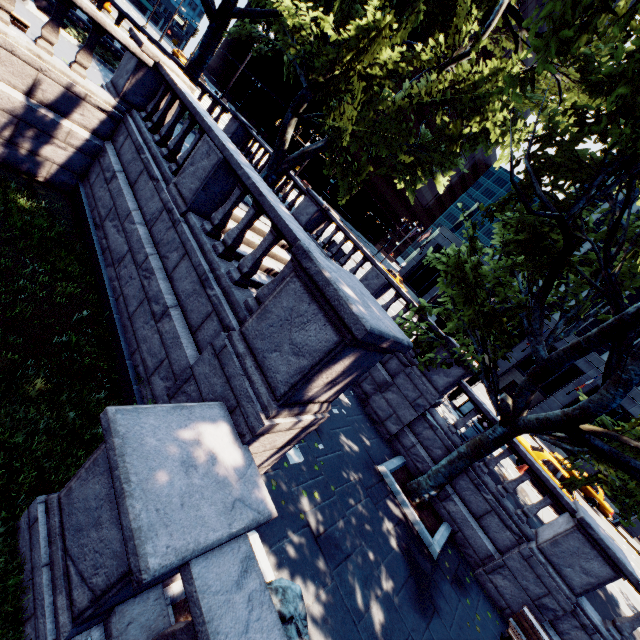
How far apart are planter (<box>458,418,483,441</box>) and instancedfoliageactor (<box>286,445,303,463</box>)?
6.8 meters

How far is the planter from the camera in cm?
1091

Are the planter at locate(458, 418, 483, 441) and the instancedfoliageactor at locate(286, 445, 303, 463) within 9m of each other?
yes

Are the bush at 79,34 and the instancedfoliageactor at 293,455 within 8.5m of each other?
no

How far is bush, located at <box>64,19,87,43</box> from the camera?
12.54m

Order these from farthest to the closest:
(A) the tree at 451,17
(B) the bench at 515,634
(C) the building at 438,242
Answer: (C) the building at 438,242 < (B) the bench at 515,634 < (A) the tree at 451,17

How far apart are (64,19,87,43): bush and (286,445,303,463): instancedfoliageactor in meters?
16.6 m

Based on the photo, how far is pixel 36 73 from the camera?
7.0m
